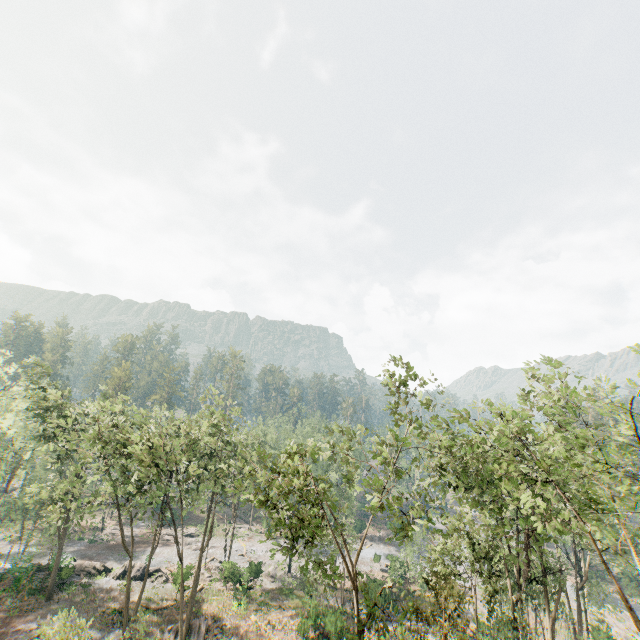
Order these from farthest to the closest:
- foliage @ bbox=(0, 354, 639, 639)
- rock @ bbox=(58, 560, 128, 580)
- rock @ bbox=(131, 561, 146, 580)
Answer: rock @ bbox=(131, 561, 146, 580)
rock @ bbox=(58, 560, 128, 580)
foliage @ bbox=(0, 354, 639, 639)

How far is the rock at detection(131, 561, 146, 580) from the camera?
36.3 meters

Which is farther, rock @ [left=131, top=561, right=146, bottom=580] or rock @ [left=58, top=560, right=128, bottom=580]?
rock @ [left=131, top=561, right=146, bottom=580]

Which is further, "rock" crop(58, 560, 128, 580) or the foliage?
"rock" crop(58, 560, 128, 580)

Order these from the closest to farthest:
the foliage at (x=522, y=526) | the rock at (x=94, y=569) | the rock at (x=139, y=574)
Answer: the foliage at (x=522, y=526), the rock at (x=94, y=569), the rock at (x=139, y=574)

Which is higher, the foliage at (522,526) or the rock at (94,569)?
the foliage at (522,526)

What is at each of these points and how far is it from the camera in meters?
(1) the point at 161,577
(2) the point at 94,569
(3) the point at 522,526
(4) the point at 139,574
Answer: (1) rock, 37.2 m
(2) rock, 36.4 m
(3) foliage, 15.8 m
(4) rock, 36.7 m
